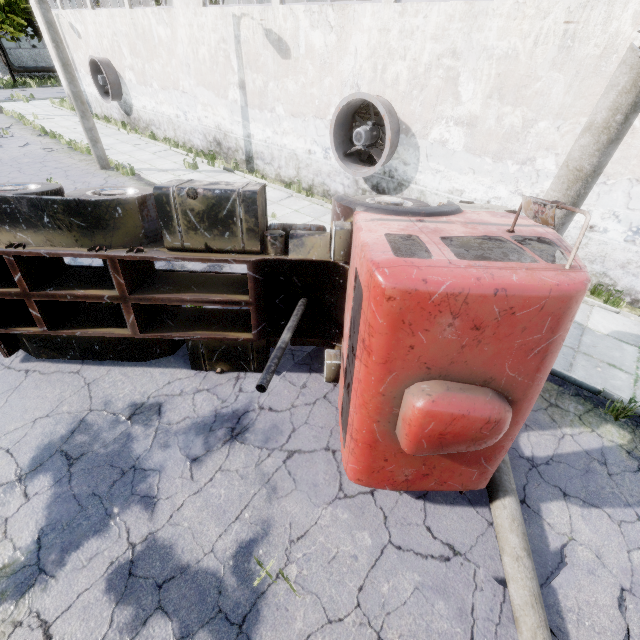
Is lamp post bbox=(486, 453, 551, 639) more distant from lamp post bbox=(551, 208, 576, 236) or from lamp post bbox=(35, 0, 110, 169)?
lamp post bbox=(35, 0, 110, 169)

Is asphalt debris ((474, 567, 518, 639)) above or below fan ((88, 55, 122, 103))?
below

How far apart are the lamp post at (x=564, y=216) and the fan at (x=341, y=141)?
5.8m

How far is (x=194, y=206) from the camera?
4.3 meters

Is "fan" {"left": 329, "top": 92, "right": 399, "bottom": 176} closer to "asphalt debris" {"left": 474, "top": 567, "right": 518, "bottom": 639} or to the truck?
the truck

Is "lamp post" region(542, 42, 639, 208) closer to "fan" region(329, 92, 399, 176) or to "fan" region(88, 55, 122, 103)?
"fan" region(329, 92, 399, 176)

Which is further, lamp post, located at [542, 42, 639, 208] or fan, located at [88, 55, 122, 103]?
fan, located at [88, 55, 122, 103]

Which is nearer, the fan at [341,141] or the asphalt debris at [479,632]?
the asphalt debris at [479,632]
